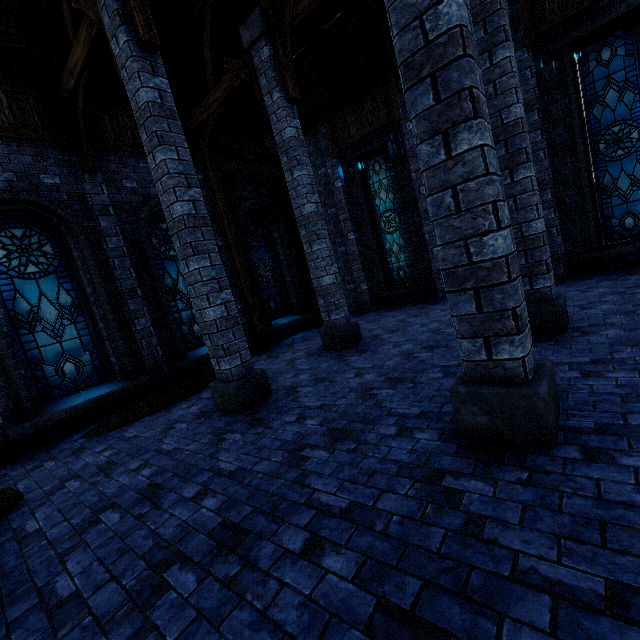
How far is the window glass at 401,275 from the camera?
11.1 meters

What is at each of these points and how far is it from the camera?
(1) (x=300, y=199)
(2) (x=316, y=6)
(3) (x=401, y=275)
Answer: (1) pillar, 7.1m
(2) building, 6.0m
(3) window glass, 11.7m

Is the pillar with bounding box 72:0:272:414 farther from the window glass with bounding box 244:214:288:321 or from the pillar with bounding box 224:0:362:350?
the window glass with bounding box 244:214:288:321

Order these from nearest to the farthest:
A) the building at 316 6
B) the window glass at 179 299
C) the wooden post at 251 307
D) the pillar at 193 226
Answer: the pillar at 193 226 → the window glass at 179 299 → the building at 316 6 → the wooden post at 251 307

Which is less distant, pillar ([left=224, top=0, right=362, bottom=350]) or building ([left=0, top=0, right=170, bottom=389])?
building ([left=0, top=0, right=170, bottom=389])

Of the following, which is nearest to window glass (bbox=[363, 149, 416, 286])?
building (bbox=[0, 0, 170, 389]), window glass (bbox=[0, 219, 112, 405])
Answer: building (bbox=[0, 0, 170, 389])

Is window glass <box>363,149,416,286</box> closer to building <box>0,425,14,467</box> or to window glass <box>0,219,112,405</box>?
building <box>0,425,14,467</box>

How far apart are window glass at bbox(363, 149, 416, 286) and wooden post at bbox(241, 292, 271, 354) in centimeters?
502cm
